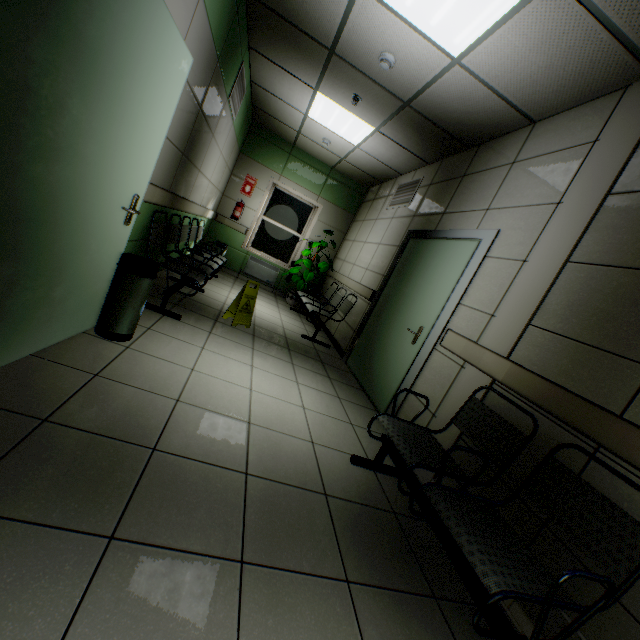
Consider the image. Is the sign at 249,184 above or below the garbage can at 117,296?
above

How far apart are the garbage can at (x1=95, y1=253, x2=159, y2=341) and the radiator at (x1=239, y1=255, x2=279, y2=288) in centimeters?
529cm

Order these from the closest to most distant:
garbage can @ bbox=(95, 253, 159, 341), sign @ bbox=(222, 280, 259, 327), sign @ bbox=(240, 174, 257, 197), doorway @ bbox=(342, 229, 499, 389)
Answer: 1. garbage can @ bbox=(95, 253, 159, 341)
2. doorway @ bbox=(342, 229, 499, 389)
3. sign @ bbox=(222, 280, 259, 327)
4. sign @ bbox=(240, 174, 257, 197)

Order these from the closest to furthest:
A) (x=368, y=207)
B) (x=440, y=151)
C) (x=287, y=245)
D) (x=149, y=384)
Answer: (x=149, y=384), (x=440, y=151), (x=368, y=207), (x=287, y=245)

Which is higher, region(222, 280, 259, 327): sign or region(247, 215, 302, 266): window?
region(247, 215, 302, 266): window

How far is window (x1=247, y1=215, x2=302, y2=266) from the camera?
7.7m

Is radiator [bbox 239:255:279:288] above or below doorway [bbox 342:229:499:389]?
below

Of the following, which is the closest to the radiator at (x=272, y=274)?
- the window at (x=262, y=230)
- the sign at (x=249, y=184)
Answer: the window at (x=262, y=230)
